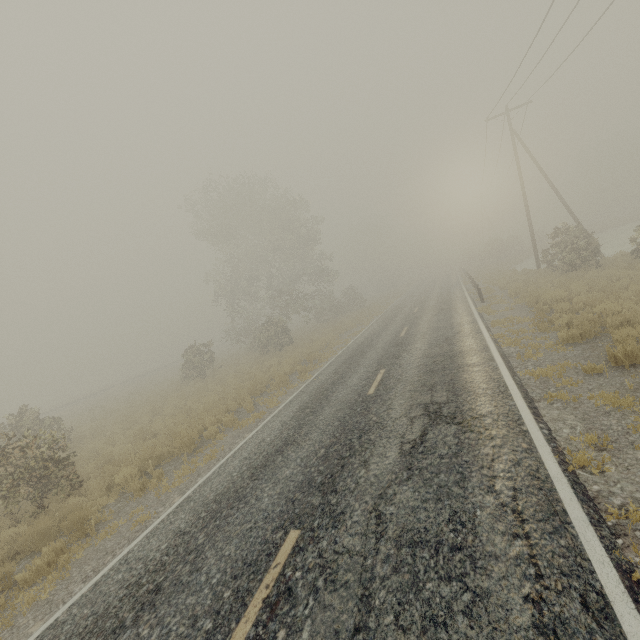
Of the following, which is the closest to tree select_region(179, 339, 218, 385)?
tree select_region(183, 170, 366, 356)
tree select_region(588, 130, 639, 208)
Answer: tree select_region(183, 170, 366, 356)

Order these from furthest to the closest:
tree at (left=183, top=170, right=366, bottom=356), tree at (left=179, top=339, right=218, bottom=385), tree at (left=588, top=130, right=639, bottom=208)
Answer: tree at (left=588, top=130, right=639, bottom=208), tree at (left=183, top=170, right=366, bottom=356), tree at (left=179, top=339, right=218, bottom=385)

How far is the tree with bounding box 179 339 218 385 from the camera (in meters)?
24.73

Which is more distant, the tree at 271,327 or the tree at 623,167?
the tree at 623,167

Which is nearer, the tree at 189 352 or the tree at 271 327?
the tree at 189 352

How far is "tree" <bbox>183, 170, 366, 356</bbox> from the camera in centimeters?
3222cm

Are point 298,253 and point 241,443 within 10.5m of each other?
no

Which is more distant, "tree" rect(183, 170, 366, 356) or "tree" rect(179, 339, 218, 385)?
"tree" rect(183, 170, 366, 356)
